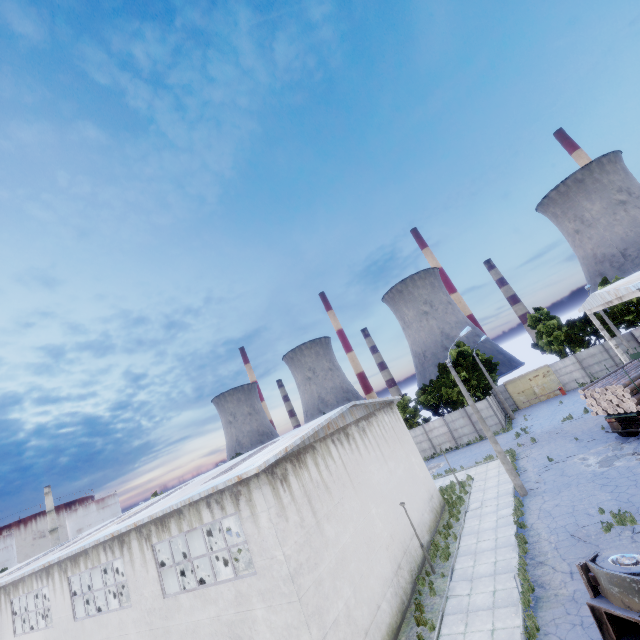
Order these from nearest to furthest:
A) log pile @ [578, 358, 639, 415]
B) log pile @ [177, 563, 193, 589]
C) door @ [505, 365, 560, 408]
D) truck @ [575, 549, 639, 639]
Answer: truck @ [575, 549, 639, 639]
log pile @ [578, 358, 639, 415]
log pile @ [177, 563, 193, 589]
door @ [505, 365, 560, 408]

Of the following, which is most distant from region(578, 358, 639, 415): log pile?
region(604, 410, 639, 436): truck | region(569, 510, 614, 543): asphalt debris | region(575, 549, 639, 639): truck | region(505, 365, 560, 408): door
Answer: region(505, 365, 560, 408): door

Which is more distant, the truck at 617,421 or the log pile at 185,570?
the log pile at 185,570

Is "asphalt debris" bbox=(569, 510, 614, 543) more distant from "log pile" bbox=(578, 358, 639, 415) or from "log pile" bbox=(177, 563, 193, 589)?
"log pile" bbox=(177, 563, 193, 589)

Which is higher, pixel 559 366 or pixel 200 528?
pixel 200 528

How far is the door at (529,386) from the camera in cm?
4088

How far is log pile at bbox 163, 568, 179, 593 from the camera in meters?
30.9 m

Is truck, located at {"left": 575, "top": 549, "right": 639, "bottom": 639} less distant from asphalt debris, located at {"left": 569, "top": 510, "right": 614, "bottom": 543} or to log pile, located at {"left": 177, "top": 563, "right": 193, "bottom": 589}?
asphalt debris, located at {"left": 569, "top": 510, "right": 614, "bottom": 543}
